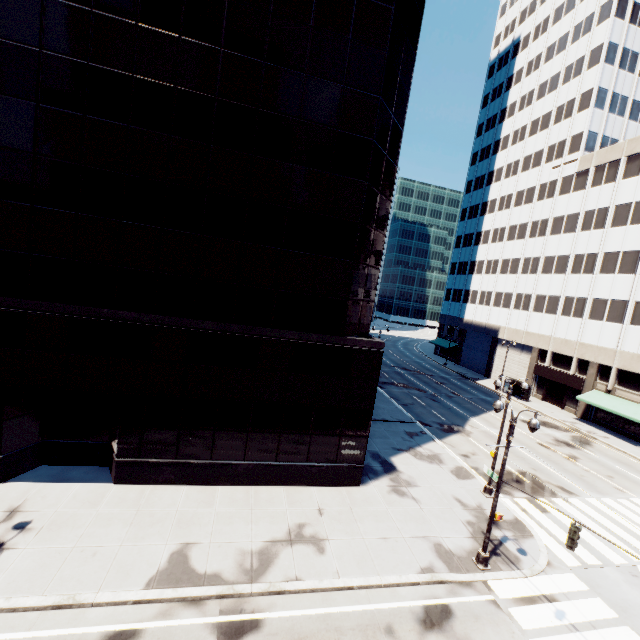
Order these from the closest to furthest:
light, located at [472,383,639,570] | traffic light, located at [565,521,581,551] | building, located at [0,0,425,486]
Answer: traffic light, located at [565,521,581,551]
light, located at [472,383,639,570]
building, located at [0,0,425,486]

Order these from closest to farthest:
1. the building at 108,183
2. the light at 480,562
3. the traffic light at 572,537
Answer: the traffic light at 572,537 < the light at 480,562 < the building at 108,183

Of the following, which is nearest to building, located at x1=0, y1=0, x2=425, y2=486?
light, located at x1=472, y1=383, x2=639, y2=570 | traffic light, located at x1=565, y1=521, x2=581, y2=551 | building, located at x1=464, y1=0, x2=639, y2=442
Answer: light, located at x1=472, y1=383, x2=639, y2=570

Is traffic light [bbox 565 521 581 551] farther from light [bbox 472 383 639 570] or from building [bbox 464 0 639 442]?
building [bbox 464 0 639 442]

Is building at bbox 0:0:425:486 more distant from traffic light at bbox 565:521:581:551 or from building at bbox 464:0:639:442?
building at bbox 464:0:639:442

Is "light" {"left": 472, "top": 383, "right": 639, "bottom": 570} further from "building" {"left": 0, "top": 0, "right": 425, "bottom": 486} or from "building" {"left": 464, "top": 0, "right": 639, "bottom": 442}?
"building" {"left": 464, "top": 0, "right": 639, "bottom": 442}

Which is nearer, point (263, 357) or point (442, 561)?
point (442, 561)

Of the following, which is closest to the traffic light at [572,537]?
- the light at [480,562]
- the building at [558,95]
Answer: the light at [480,562]
